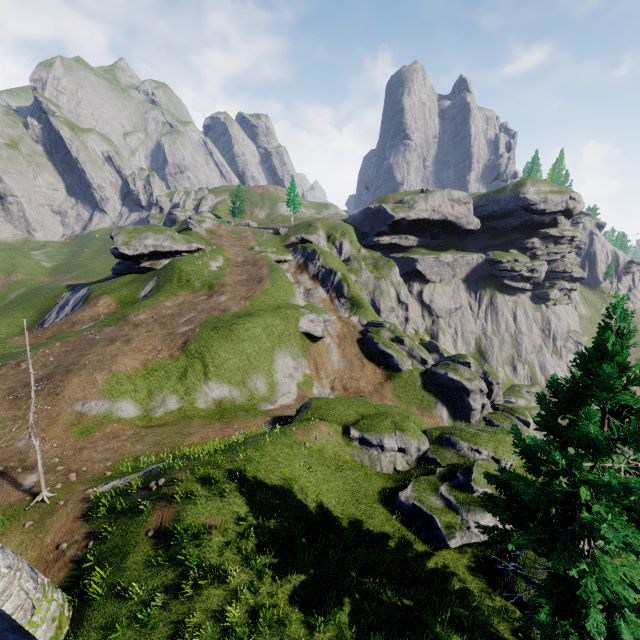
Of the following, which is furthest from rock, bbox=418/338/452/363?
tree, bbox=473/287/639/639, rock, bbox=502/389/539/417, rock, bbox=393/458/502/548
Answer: tree, bbox=473/287/639/639

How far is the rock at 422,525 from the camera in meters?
14.8

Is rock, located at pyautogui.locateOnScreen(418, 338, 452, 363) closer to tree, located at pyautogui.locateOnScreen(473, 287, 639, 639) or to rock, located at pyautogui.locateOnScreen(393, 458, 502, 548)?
rock, located at pyautogui.locateOnScreen(393, 458, 502, 548)

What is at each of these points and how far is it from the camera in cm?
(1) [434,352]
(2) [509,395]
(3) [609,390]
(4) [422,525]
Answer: (1) rock, 5681
(2) rock, 5969
(3) tree, 858
(4) rock, 1572

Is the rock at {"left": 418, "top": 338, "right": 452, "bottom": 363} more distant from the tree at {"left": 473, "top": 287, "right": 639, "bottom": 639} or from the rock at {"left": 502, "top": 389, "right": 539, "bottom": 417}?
the tree at {"left": 473, "top": 287, "right": 639, "bottom": 639}

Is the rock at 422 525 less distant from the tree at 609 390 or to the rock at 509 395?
the tree at 609 390

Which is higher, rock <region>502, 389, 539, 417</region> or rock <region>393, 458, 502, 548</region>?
rock <region>393, 458, 502, 548</region>
